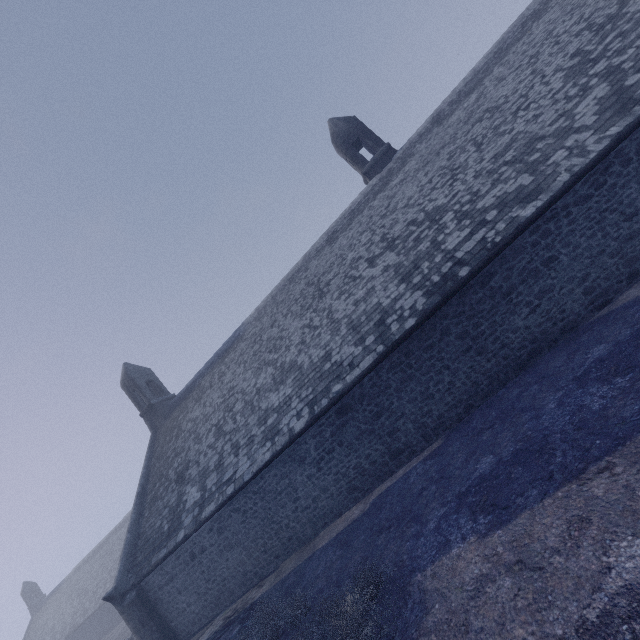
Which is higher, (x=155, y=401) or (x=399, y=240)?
(x=155, y=401)
